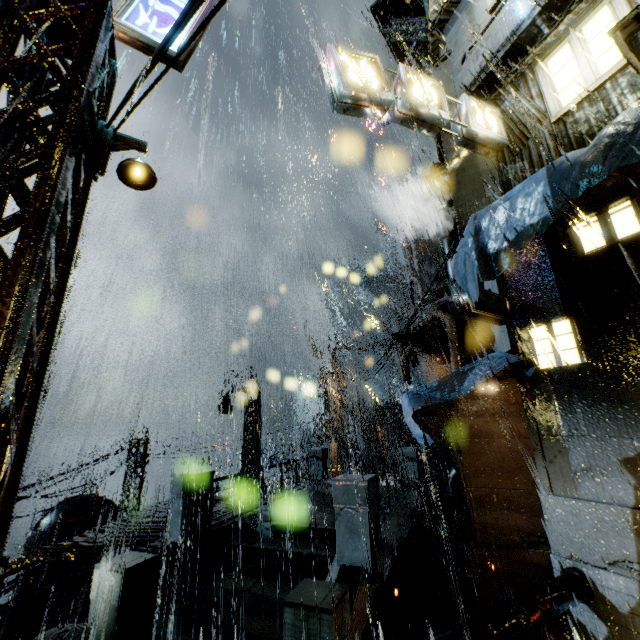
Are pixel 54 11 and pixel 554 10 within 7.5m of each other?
no

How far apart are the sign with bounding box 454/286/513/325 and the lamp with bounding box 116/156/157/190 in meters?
6.1 m

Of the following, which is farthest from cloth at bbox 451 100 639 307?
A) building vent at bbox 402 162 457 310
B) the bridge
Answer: the bridge

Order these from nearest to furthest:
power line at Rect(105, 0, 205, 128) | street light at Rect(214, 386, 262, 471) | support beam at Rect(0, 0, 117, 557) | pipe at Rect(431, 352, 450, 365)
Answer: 1. power line at Rect(105, 0, 205, 128)
2. support beam at Rect(0, 0, 117, 557)
3. pipe at Rect(431, 352, 450, 365)
4. street light at Rect(214, 386, 262, 471)

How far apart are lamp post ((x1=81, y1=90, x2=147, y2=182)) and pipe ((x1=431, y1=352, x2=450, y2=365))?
17.5 meters

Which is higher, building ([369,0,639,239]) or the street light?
building ([369,0,639,239])

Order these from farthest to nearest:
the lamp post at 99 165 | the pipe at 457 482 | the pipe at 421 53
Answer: the pipe at 421 53, the pipe at 457 482, the lamp post at 99 165

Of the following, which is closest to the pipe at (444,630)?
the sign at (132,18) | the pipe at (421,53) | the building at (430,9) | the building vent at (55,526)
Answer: the building at (430,9)
